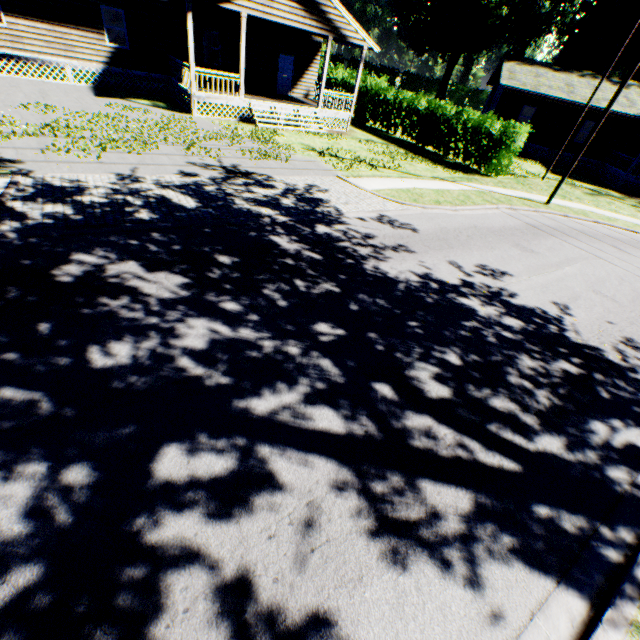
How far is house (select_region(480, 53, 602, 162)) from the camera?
25.8 meters

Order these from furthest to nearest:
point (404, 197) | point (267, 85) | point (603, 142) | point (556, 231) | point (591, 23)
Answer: point (591, 23) < point (603, 142) < point (267, 85) < point (556, 231) < point (404, 197)

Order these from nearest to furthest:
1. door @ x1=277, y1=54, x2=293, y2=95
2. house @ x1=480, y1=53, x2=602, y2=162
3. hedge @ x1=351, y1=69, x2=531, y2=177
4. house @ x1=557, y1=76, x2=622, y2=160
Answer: hedge @ x1=351, y1=69, x2=531, y2=177
door @ x1=277, y1=54, x2=293, y2=95
house @ x1=557, y1=76, x2=622, y2=160
house @ x1=480, y1=53, x2=602, y2=162

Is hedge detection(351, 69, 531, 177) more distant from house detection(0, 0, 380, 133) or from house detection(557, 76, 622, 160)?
house detection(557, 76, 622, 160)

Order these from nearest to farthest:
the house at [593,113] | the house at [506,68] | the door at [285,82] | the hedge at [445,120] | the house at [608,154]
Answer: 1. the hedge at [445,120]
2. the door at [285,82]
3. the house at [608,154]
4. the house at [593,113]
5. the house at [506,68]

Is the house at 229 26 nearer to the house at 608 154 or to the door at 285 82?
the door at 285 82

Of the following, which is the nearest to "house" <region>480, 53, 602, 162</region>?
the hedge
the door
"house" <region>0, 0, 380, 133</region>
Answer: Answer: the hedge

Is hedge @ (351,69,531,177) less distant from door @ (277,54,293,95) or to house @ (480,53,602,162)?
door @ (277,54,293,95)
